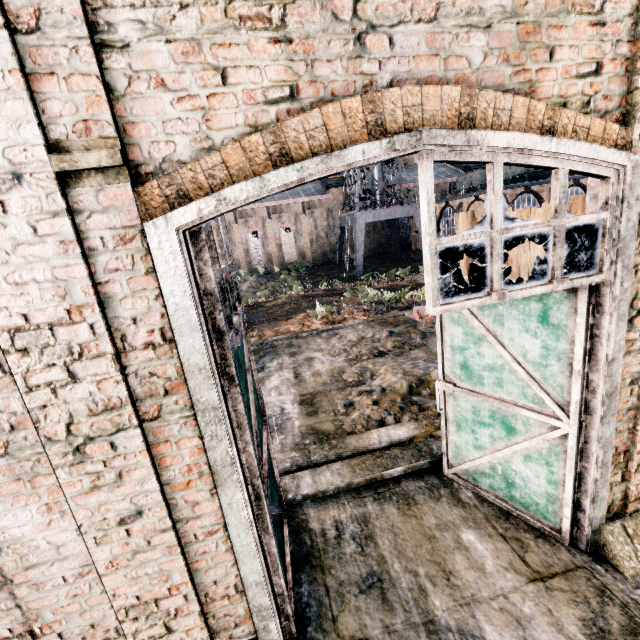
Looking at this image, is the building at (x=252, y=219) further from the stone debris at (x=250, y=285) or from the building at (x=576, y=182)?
the stone debris at (x=250, y=285)

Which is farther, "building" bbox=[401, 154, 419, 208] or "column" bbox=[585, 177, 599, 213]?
"building" bbox=[401, 154, 419, 208]

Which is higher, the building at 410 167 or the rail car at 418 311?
the building at 410 167

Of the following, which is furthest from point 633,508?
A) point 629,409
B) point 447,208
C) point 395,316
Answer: point 447,208

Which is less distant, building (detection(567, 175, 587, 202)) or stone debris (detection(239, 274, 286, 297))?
building (detection(567, 175, 587, 202))

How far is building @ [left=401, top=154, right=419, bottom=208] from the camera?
50.6m

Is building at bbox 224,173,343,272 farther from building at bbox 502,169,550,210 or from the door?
the door
